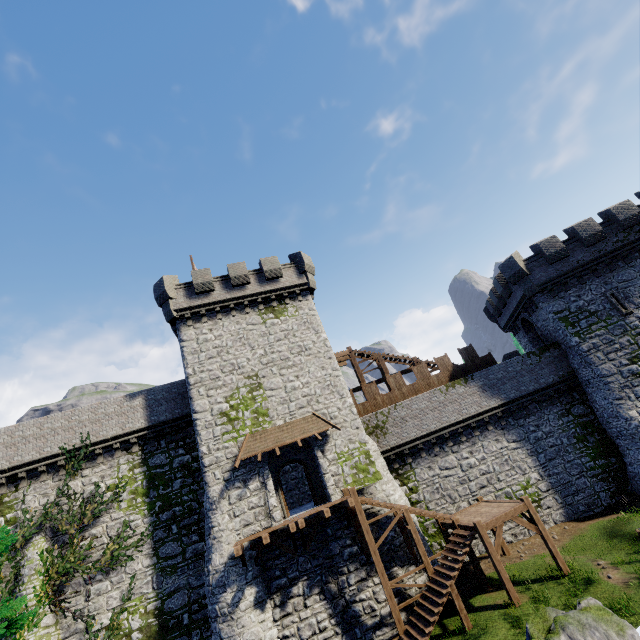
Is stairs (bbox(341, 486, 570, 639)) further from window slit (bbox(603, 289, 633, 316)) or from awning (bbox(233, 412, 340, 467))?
window slit (bbox(603, 289, 633, 316))

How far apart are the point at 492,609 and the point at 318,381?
13.7m

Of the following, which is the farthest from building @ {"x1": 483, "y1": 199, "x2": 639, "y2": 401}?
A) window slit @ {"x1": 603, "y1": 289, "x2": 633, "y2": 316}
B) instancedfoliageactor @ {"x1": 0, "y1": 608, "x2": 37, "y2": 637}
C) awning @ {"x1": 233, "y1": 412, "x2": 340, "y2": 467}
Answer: instancedfoliageactor @ {"x1": 0, "y1": 608, "x2": 37, "y2": 637}

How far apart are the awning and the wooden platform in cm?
309

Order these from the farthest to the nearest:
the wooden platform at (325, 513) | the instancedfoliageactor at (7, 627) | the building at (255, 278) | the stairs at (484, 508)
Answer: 1. the building at (255, 278)
2. the wooden platform at (325, 513)
3. the stairs at (484, 508)
4. the instancedfoliageactor at (7, 627)

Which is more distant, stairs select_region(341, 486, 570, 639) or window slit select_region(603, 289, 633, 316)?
window slit select_region(603, 289, 633, 316)

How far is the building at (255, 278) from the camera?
18.1 meters

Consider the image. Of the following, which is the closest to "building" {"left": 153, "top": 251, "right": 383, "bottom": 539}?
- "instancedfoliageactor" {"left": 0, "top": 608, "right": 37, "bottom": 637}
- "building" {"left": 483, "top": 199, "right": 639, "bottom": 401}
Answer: "instancedfoliageactor" {"left": 0, "top": 608, "right": 37, "bottom": 637}
